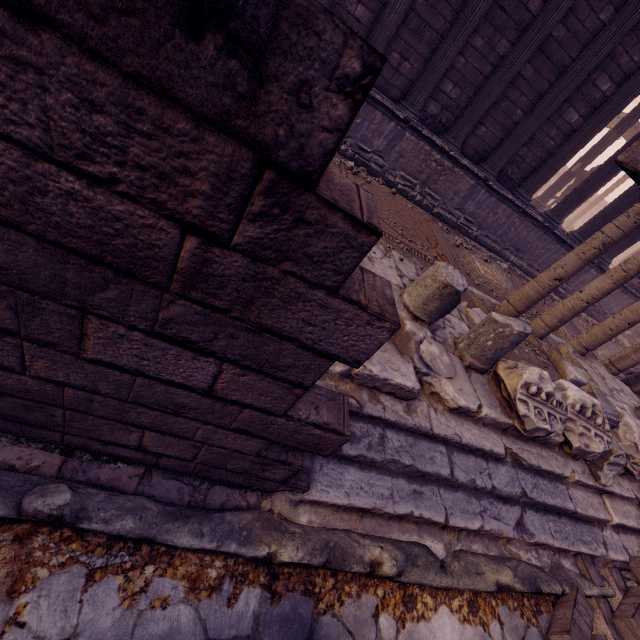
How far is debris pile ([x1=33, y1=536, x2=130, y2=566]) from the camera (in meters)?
1.50

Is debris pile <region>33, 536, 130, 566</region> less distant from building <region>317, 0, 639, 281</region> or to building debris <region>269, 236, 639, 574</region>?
building debris <region>269, 236, 639, 574</region>

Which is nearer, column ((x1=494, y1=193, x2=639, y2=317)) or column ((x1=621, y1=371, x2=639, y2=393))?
column ((x1=494, y1=193, x2=639, y2=317))

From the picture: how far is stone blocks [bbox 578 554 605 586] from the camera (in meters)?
3.08

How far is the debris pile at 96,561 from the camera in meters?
1.5

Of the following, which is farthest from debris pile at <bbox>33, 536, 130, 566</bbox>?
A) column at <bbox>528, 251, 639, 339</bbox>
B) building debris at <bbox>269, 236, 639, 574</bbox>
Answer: column at <bbox>528, 251, 639, 339</bbox>

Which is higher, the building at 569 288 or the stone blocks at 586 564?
the building at 569 288

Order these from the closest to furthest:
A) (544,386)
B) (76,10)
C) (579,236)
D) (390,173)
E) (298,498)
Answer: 1. (76,10)
2. (298,498)
3. (544,386)
4. (390,173)
5. (579,236)
